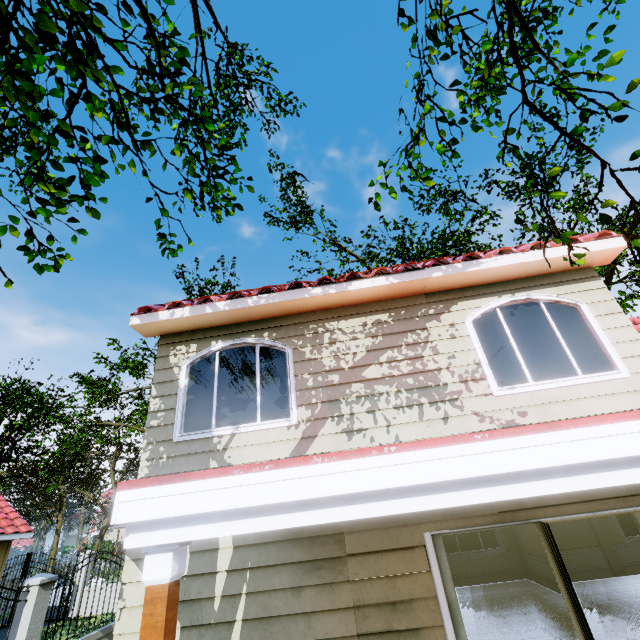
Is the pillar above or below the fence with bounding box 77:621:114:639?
above

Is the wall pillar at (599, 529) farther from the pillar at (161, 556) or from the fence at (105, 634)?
the pillar at (161, 556)

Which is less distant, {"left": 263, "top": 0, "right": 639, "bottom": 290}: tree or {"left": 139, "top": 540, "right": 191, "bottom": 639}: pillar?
{"left": 139, "top": 540, "right": 191, "bottom": 639}: pillar

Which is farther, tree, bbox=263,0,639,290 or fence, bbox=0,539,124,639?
fence, bbox=0,539,124,639

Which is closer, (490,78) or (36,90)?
(36,90)

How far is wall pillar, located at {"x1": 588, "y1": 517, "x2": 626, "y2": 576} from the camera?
8.9 meters

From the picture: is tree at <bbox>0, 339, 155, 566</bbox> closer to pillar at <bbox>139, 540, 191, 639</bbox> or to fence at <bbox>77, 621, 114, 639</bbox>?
fence at <bbox>77, 621, 114, 639</bbox>

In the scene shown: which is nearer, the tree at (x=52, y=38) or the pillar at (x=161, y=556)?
the pillar at (x=161, y=556)
